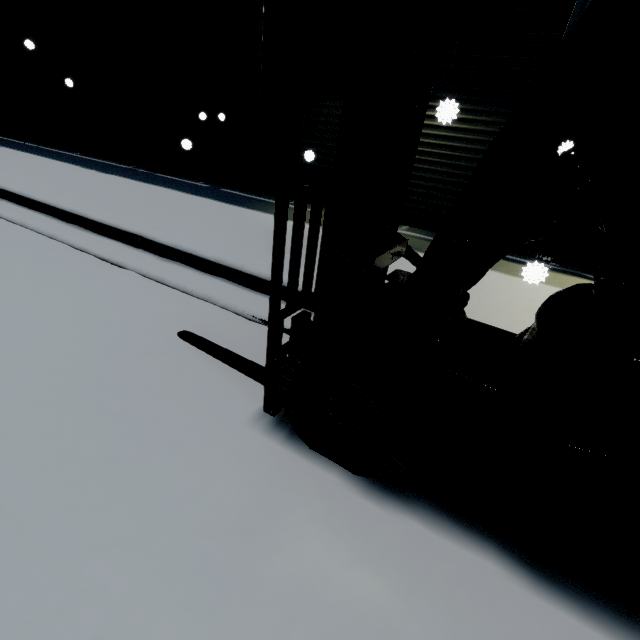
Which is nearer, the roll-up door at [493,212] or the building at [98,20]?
the roll-up door at [493,212]

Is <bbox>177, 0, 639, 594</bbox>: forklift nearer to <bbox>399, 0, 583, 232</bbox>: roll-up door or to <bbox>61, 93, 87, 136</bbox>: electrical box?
<bbox>399, 0, 583, 232</bbox>: roll-up door

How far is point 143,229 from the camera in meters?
3.9 m

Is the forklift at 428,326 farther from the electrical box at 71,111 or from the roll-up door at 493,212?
the electrical box at 71,111

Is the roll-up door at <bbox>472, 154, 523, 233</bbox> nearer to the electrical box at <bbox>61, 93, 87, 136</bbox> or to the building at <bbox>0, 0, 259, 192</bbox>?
the building at <bbox>0, 0, 259, 192</bbox>

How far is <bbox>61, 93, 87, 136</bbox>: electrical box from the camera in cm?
889
